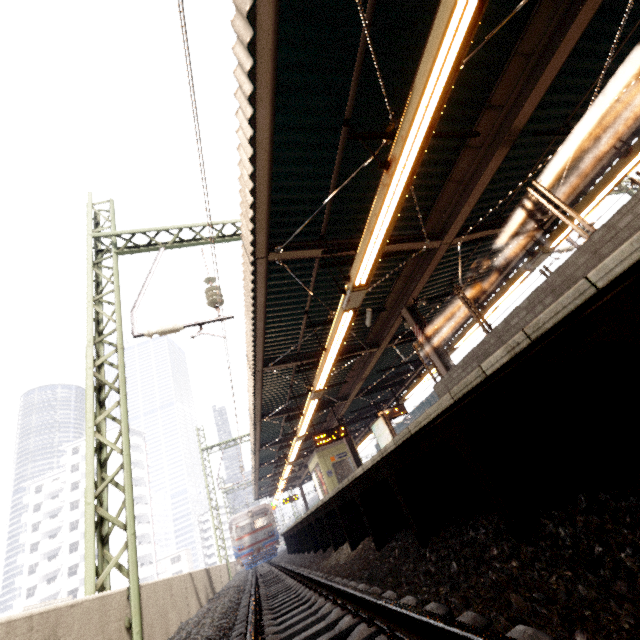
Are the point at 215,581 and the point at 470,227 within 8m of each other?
no

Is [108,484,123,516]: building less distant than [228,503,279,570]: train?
No

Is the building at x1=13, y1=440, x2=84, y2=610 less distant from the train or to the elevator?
the train

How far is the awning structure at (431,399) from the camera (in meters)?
26.27

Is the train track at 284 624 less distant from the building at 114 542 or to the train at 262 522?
the train at 262 522

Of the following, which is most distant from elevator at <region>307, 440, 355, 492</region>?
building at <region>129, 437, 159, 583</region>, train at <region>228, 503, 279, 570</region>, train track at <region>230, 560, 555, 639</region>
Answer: building at <region>129, 437, 159, 583</region>

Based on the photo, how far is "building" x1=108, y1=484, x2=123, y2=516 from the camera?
51.2m

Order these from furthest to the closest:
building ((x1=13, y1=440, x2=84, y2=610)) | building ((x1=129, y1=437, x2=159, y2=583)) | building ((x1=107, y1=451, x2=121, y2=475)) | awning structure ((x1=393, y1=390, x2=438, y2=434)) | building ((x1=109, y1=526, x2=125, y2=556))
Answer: building ((x1=107, y1=451, x2=121, y2=475))
building ((x1=129, y1=437, x2=159, y2=583))
building ((x1=109, y1=526, x2=125, y2=556))
building ((x1=13, y1=440, x2=84, y2=610))
awning structure ((x1=393, y1=390, x2=438, y2=434))
